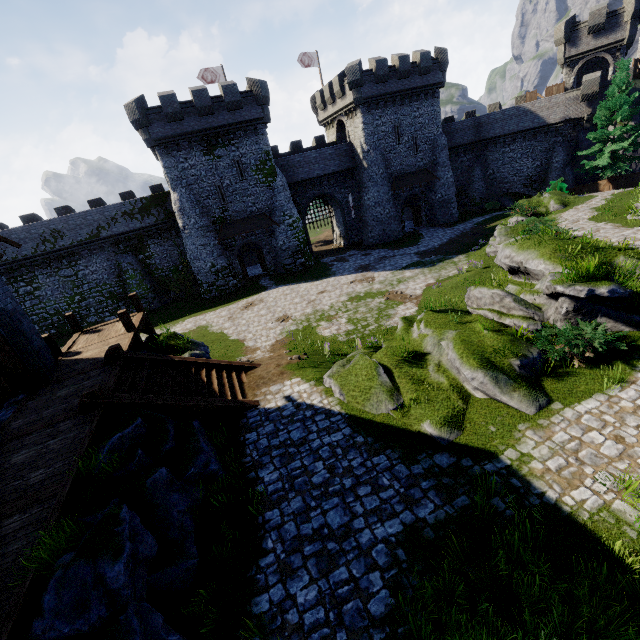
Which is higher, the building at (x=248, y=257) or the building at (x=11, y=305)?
the building at (x=11, y=305)

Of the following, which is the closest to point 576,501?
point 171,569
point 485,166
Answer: point 171,569

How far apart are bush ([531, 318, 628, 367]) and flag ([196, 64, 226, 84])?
38.4 meters

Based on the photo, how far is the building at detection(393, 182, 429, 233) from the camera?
36.9m

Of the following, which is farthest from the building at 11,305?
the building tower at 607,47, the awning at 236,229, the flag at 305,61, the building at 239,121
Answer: the building tower at 607,47

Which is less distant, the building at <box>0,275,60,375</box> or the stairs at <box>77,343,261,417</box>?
the stairs at <box>77,343,261,417</box>

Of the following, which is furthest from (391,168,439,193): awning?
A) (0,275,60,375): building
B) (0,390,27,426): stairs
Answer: (0,390,27,426): stairs

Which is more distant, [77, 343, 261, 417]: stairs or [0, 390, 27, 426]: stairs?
[0, 390, 27, 426]: stairs
